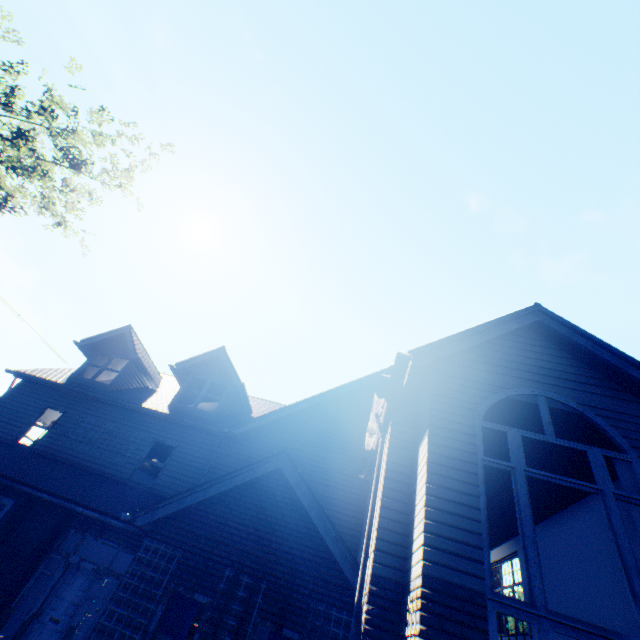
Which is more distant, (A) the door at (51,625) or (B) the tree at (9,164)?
(B) the tree at (9,164)

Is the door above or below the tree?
below

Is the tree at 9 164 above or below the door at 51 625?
above

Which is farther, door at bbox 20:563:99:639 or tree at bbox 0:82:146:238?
tree at bbox 0:82:146:238

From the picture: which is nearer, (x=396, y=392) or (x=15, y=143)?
(x=396, y=392)
